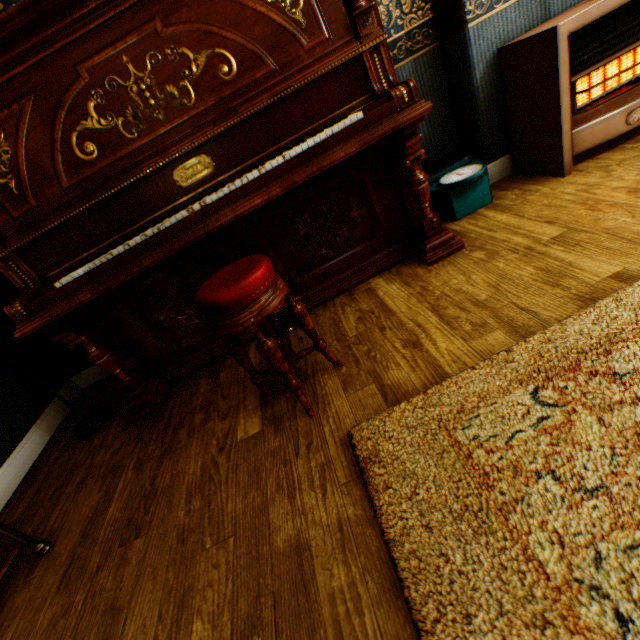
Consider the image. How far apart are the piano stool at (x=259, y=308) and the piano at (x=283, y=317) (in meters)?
0.32

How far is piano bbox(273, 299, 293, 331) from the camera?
2.3 meters

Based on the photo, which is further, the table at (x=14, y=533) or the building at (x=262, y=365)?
the building at (x=262, y=365)

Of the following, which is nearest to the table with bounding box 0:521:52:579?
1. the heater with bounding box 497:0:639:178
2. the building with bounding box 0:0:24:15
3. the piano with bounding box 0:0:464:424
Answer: the building with bounding box 0:0:24:15

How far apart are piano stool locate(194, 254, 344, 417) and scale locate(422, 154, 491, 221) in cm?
156

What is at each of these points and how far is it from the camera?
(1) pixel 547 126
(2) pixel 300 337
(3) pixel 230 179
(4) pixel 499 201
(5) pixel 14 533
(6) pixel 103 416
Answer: (1) heater, 2.2m
(2) building, 2.2m
(3) piano, 1.8m
(4) building, 2.4m
(5) table, 1.5m
(6) lamp, 2.5m

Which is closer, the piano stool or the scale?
the piano stool

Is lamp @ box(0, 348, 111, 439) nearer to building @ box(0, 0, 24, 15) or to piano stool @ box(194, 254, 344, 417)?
building @ box(0, 0, 24, 15)
